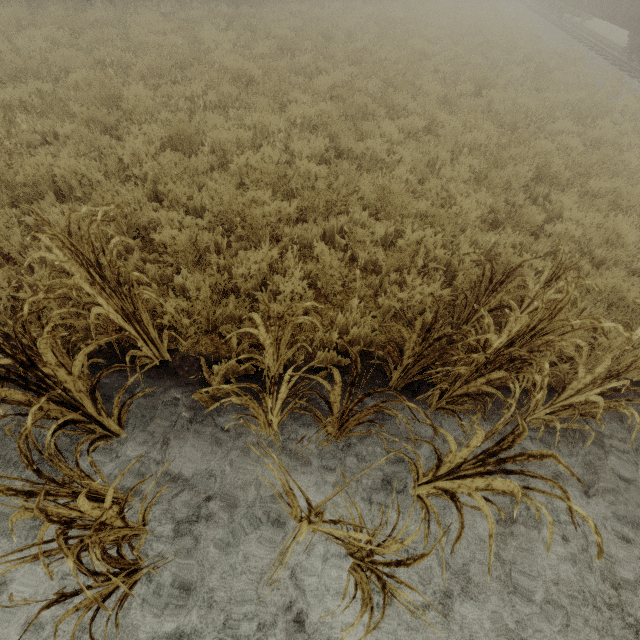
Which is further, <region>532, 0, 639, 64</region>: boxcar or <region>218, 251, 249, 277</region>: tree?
<region>532, 0, 639, 64</region>: boxcar

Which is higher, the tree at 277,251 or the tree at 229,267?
the tree at 277,251

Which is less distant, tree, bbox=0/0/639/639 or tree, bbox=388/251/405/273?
tree, bbox=0/0/639/639

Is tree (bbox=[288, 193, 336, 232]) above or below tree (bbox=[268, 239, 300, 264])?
below

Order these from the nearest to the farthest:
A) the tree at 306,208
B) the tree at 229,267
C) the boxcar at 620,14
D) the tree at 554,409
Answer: the tree at 554,409 → the tree at 229,267 → the tree at 306,208 → the boxcar at 620,14

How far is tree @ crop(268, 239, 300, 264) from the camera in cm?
395

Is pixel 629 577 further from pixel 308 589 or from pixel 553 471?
pixel 308 589
